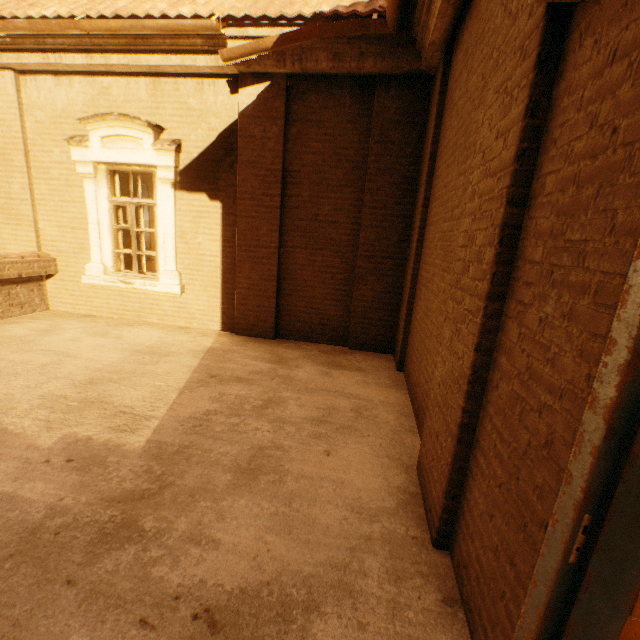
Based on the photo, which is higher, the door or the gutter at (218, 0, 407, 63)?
the gutter at (218, 0, 407, 63)

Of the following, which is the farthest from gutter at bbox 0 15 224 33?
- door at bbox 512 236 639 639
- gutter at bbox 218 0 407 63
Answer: door at bbox 512 236 639 639

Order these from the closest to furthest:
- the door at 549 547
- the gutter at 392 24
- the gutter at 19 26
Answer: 1. the door at 549 547
2. the gutter at 392 24
3. the gutter at 19 26

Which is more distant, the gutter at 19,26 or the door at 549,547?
the gutter at 19,26

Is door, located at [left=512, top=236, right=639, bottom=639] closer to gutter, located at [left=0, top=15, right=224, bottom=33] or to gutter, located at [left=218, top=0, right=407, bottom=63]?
gutter, located at [left=218, top=0, right=407, bottom=63]

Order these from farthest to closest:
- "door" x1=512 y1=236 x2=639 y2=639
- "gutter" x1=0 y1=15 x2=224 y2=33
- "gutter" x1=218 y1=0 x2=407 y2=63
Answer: "gutter" x1=0 y1=15 x2=224 y2=33 < "gutter" x1=218 y1=0 x2=407 y2=63 < "door" x1=512 y1=236 x2=639 y2=639

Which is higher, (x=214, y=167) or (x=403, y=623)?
(x=214, y=167)
